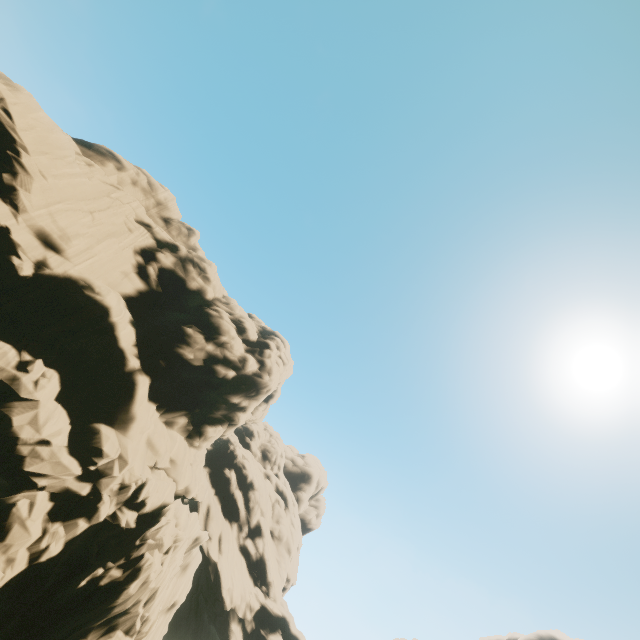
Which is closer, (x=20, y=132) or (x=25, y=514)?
(x=25, y=514)
